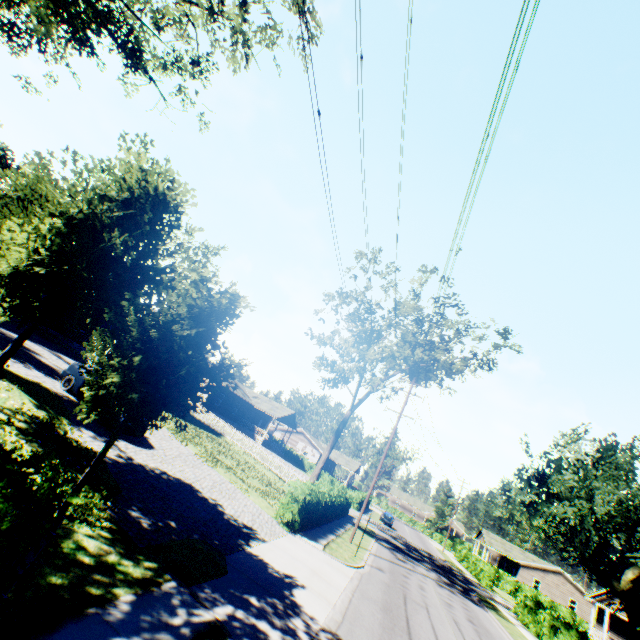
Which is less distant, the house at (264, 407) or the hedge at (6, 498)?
the hedge at (6, 498)

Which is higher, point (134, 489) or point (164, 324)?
point (164, 324)

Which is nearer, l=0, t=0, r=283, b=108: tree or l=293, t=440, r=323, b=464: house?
l=0, t=0, r=283, b=108: tree

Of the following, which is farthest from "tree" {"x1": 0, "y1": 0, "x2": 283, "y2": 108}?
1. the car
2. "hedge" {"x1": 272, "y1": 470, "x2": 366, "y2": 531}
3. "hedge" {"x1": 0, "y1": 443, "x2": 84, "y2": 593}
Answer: "hedge" {"x1": 0, "y1": 443, "x2": 84, "y2": 593}

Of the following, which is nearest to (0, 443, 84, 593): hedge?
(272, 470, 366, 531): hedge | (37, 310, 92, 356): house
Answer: (272, 470, 366, 531): hedge

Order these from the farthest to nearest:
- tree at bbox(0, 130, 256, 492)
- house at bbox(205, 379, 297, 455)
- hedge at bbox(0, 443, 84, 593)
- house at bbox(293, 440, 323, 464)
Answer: house at bbox(293, 440, 323, 464)
house at bbox(205, 379, 297, 455)
tree at bbox(0, 130, 256, 492)
hedge at bbox(0, 443, 84, 593)

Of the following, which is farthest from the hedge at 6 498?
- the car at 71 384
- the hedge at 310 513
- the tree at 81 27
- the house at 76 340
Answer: the house at 76 340

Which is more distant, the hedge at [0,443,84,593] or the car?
the car
